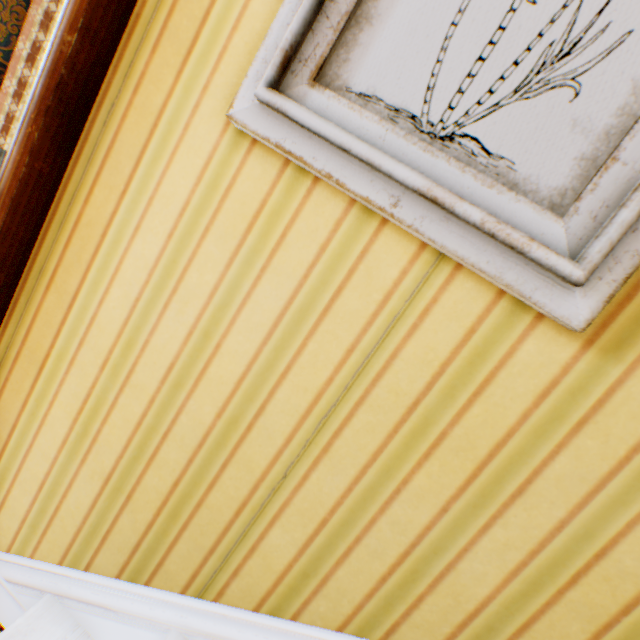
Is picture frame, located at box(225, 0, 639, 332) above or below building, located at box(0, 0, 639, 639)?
above

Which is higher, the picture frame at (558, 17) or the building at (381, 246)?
the picture frame at (558, 17)

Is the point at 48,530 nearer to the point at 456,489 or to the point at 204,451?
the point at 204,451
